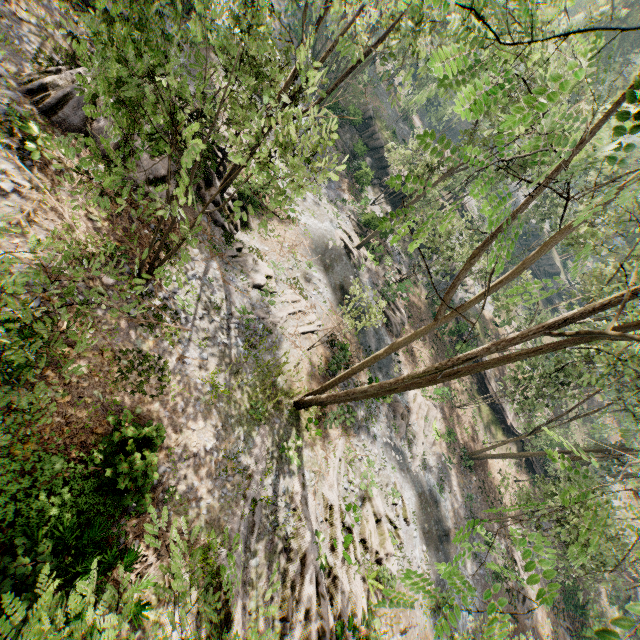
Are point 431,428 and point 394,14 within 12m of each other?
no

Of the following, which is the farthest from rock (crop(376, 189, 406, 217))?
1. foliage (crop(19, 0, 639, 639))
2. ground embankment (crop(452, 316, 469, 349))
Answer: ground embankment (crop(452, 316, 469, 349))

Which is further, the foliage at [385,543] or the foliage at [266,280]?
the foliage at [266,280]

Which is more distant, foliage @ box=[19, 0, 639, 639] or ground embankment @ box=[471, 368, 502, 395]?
ground embankment @ box=[471, 368, 502, 395]

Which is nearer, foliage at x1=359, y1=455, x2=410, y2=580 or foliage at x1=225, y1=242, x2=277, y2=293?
foliage at x1=359, y1=455, x2=410, y2=580

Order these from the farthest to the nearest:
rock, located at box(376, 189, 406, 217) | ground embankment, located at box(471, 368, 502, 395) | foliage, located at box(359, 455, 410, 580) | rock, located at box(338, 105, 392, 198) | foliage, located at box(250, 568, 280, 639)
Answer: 1. rock, located at box(376, 189, 406, 217)
2. rock, located at box(338, 105, 392, 198)
3. ground embankment, located at box(471, 368, 502, 395)
4. foliage, located at box(359, 455, 410, 580)
5. foliage, located at box(250, 568, 280, 639)

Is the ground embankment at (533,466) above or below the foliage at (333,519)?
below
